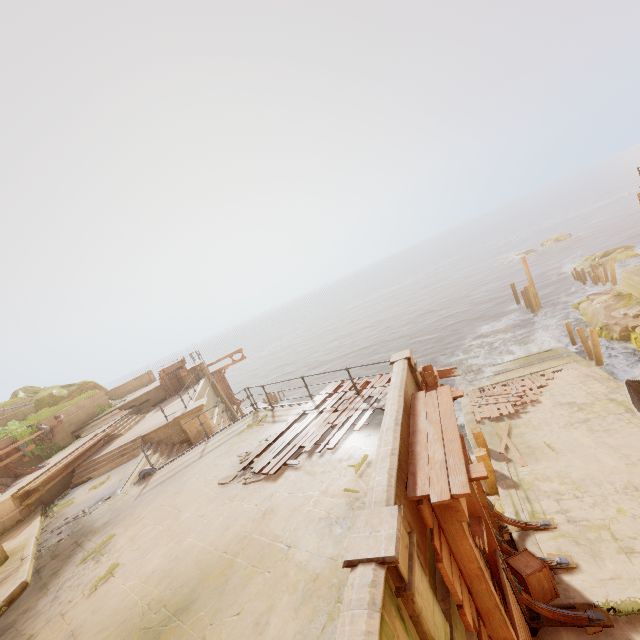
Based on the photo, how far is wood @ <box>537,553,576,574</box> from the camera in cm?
688

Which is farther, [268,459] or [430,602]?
[268,459]

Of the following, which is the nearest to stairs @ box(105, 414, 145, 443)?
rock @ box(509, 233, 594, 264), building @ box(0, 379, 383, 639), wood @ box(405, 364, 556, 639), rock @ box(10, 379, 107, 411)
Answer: building @ box(0, 379, 383, 639)

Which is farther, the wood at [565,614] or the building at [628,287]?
the building at [628,287]

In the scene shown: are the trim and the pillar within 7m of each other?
yes

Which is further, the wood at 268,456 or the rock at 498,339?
the rock at 498,339

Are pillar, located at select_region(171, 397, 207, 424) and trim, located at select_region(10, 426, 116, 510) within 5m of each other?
yes

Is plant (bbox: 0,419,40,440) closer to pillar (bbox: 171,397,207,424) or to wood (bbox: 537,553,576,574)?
pillar (bbox: 171,397,207,424)
